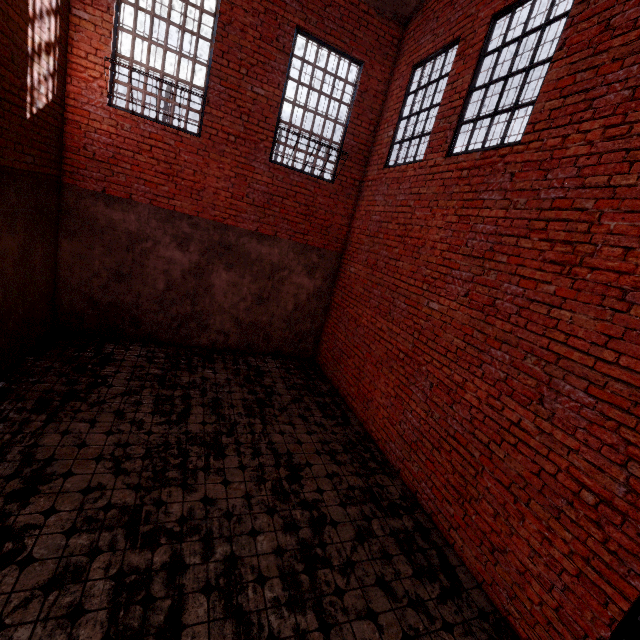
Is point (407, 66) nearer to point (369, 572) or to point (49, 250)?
point (49, 250)

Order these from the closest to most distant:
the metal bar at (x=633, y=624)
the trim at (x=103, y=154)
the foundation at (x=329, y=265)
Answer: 1. the metal bar at (x=633, y=624)
2. the trim at (x=103, y=154)
3. the foundation at (x=329, y=265)

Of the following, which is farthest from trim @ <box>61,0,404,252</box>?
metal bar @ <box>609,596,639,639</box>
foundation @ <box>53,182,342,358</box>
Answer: metal bar @ <box>609,596,639,639</box>

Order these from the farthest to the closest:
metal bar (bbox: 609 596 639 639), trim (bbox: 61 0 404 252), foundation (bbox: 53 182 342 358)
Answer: foundation (bbox: 53 182 342 358) → trim (bbox: 61 0 404 252) → metal bar (bbox: 609 596 639 639)

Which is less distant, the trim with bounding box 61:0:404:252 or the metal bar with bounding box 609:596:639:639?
the metal bar with bounding box 609:596:639:639

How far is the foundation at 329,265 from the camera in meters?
6.4

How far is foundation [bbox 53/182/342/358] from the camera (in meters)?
6.35
